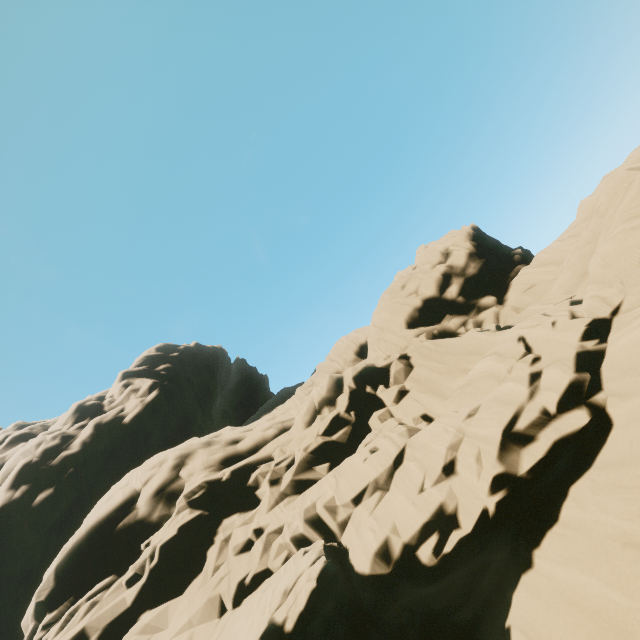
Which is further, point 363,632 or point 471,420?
point 471,420
